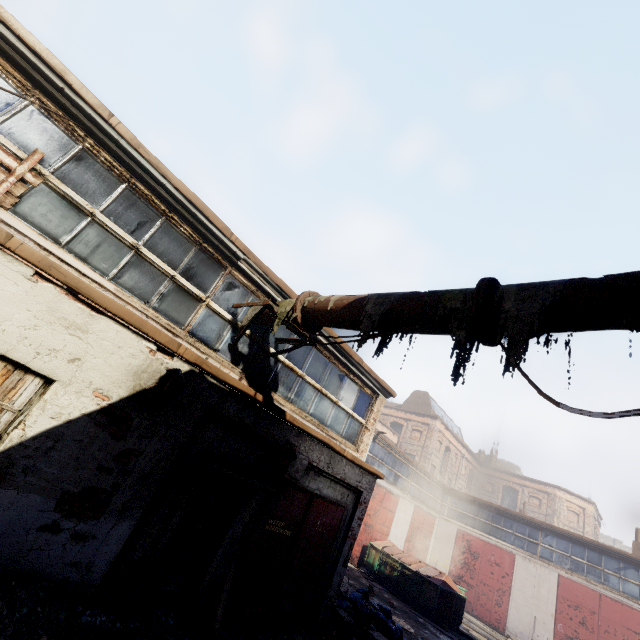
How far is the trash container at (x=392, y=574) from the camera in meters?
14.1

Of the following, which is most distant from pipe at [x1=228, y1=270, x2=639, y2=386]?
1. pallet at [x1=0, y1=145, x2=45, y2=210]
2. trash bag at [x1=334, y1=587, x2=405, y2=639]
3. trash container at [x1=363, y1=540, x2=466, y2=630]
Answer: trash container at [x1=363, y1=540, x2=466, y2=630]

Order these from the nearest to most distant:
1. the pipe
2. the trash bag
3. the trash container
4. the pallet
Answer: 1. the pipe
2. the pallet
3. the trash bag
4. the trash container

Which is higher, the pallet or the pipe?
the pipe

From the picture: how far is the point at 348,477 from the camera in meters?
8.3

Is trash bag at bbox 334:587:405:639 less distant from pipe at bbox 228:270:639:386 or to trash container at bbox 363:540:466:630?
trash container at bbox 363:540:466:630

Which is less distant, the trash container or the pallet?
the pallet

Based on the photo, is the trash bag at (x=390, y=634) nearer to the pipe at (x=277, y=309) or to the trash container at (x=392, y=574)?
the trash container at (x=392, y=574)
